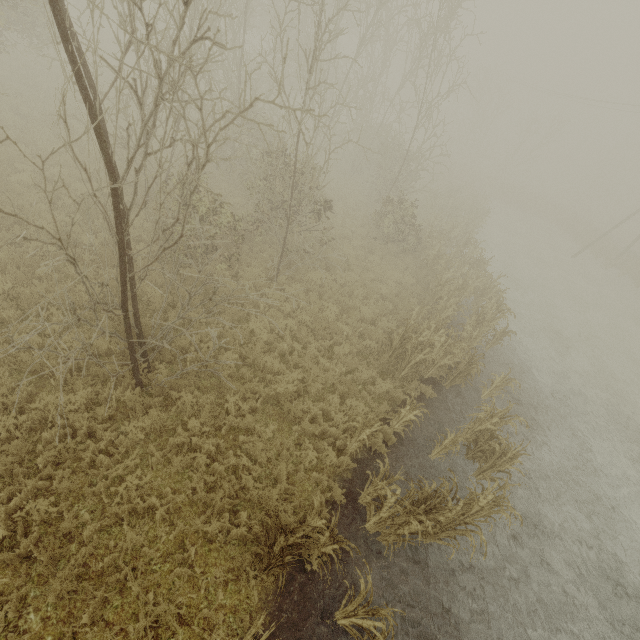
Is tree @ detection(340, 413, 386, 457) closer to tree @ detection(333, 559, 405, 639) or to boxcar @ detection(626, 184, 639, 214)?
tree @ detection(333, 559, 405, 639)

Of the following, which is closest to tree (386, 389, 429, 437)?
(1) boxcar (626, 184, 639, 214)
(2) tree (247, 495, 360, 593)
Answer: (2) tree (247, 495, 360, 593)

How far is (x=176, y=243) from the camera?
5.0 meters

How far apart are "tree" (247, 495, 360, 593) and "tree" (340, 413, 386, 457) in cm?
170

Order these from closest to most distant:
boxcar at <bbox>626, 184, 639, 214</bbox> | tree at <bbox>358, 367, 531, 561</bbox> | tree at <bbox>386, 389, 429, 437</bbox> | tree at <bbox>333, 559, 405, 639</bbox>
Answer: tree at <bbox>333, 559, 405, 639</bbox> → tree at <bbox>358, 367, 531, 561</bbox> → tree at <bbox>386, 389, 429, 437</bbox> → boxcar at <bbox>626, 184, 639, 214</bbox>

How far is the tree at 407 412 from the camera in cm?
760

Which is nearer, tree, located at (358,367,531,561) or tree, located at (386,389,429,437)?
tree, located at (358,367,531,561)

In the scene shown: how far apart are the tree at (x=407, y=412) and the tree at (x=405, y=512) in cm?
134
